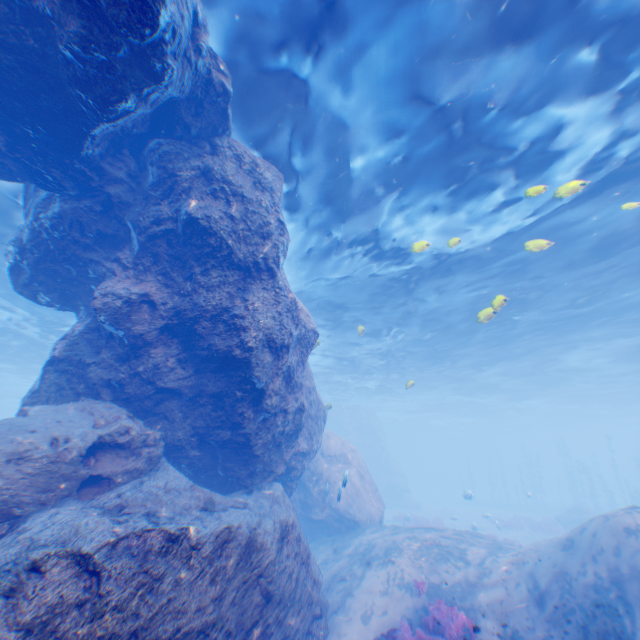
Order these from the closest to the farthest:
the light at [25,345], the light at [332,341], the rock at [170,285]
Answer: the rock at [170,285] < the light at [332,341] < the light at [25,345]

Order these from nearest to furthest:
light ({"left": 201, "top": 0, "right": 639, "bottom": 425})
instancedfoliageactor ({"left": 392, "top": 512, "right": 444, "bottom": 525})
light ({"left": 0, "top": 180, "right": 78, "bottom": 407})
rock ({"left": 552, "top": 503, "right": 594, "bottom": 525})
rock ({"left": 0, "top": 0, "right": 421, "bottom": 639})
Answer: rock ({"left": 0, "top": 0, "right": 421, "bottom": 639})
light ({"left": 201, "top": 0, "right": 639, "bottom": 425})
light ({"left": 0, "top": 180, "right": 78, "bottom": 407})
instancedfoliageactor ({"left": 392, "top": 512, "right": 444, "bottom": 525})
rock ({"left": 552, "top": 503, "right": 594, "bottom": 525})

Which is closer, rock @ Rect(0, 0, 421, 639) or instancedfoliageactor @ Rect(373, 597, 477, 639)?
rock @ Rect(0, 0, 421, 639)

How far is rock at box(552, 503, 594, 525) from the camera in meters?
26.2

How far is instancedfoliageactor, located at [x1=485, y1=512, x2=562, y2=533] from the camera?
24.6 meters

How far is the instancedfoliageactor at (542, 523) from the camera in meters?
24.6 m

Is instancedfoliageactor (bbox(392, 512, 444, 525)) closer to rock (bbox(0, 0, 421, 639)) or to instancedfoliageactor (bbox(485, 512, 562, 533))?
rock (bbox(0, 0, 421, 639))

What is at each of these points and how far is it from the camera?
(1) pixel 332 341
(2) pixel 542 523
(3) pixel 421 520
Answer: (1) light, 23.91m
(2) instancedfoliageactor, 28.08m
(3) instancedfoliageactor, 24.92m
